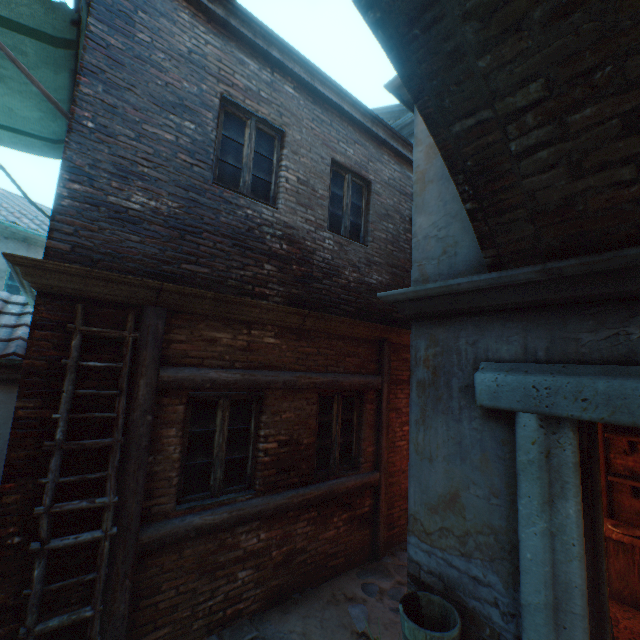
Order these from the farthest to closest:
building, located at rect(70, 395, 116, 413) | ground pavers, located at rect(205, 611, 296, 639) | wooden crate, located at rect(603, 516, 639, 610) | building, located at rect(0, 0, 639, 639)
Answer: wooden crate, located at rect(603, 516, 639, 610), ground pavers, located at rect(205, 611, 296, 639), building, located at rect(70, 395, 116, 413), building, located at rect(0, 0, 639, 639)

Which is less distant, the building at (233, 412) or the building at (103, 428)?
the building at (103, 428)

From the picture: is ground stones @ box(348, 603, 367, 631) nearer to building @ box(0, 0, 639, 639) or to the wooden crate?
building @ box(0, 0, 639, 639)

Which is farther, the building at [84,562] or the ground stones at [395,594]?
the ground stones at [395,594]

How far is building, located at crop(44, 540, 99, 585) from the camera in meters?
2.9 m

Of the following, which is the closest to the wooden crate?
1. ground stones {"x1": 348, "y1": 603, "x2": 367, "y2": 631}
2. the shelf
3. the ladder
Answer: the shelf

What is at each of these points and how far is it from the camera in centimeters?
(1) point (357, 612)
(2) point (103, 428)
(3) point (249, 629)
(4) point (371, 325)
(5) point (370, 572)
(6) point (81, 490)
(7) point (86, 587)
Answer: (1) ground stones, 421cm
(2) building, 323cm
(3) ground pavers, 385cm
(4) building, 558cm
(5) ground stones, 508cm
(6) building, 309cm
(7) building, 305cm

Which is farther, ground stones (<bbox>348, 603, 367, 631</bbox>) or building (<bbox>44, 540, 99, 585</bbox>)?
ground stones (<bbox>348, 603, 367, 631</bbox>)
